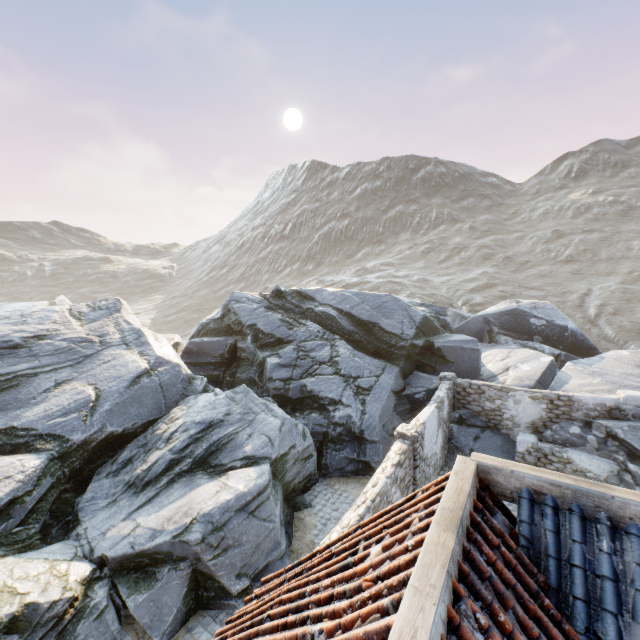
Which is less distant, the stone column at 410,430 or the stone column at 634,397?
the stone column at 410,430

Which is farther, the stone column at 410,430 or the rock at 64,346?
the stone column at 410,430

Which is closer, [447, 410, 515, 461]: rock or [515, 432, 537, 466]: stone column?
[515, 432, 537, 466]: stone column

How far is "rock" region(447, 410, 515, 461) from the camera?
13.5m

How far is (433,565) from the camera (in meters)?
2.14

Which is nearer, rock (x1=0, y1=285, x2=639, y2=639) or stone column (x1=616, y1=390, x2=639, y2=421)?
rock (x1=0, y1=285, x2=639, y2=639)

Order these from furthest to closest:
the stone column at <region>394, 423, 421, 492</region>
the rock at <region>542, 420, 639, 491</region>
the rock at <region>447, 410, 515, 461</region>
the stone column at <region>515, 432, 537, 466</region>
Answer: the rock at <region>447, 410, 515, 461</region>, the stone column at <region>515, 432, 537, 466</region>, the rock at <region>542, 420, 639, 491</region>, the stone column at <region>394, 423, 421, 492</region>
